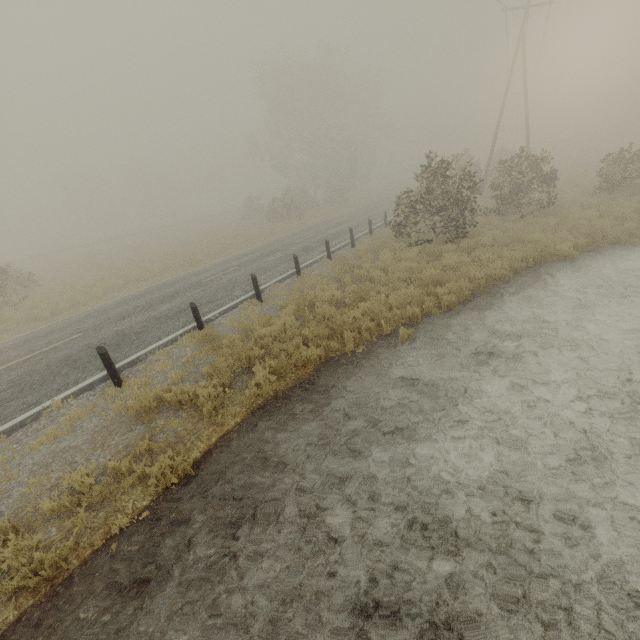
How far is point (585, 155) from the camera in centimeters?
4566cm

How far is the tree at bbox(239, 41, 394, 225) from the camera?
36.34m

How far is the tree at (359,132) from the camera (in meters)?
36.34
